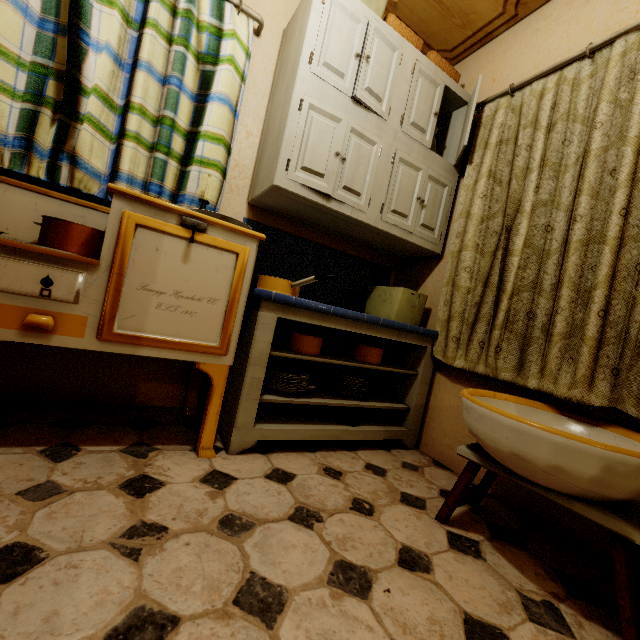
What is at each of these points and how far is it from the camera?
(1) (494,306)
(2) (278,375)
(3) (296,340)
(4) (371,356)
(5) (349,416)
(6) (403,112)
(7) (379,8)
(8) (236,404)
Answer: (1) curtain, 1.8m
(2) plate, 1.8m
(3) pot, 1.8m
(4) pot, 2.0m
(5) coaster, 2.0m
(6) cabinet, 2.0m
(7) basket, 1.9m
(8) counter, 1.6m

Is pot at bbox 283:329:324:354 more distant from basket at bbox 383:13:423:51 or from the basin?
basket at bbox 383:13:423:51

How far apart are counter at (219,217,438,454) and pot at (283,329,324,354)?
0.1m

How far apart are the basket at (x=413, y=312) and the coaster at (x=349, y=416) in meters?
0.7 m

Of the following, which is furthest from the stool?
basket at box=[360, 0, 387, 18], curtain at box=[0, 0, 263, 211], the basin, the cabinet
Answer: basket at box=[360, 0, 387, 18]

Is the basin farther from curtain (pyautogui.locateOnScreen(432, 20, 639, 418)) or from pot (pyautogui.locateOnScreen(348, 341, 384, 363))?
pot (pyautogui.locateOnScreen(348, 341, 384, 363))

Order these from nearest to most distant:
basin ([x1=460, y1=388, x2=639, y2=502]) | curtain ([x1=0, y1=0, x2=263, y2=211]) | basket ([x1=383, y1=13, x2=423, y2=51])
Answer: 1. basin ([x1=460, y1=388, x2=639, y2=502])
2. curtain ([x1=0, y1=0, x2=263, y2=211])
3. basket ([x1=383, y1=13, x2=423, y2=51])

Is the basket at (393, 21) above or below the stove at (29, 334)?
above
